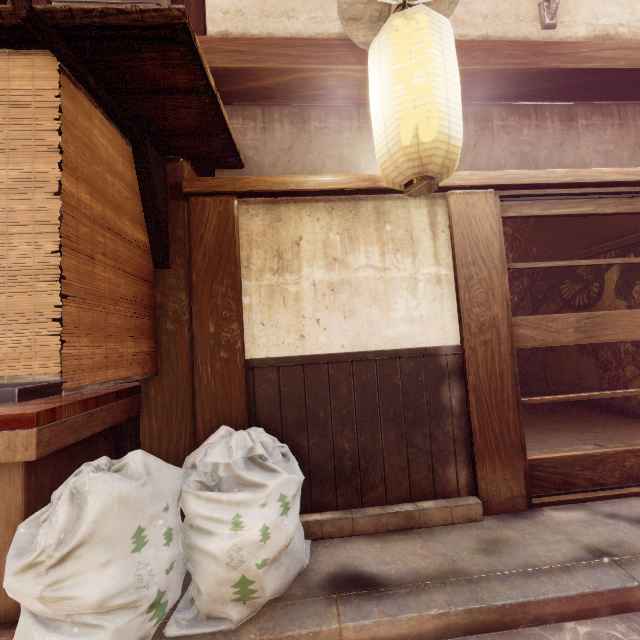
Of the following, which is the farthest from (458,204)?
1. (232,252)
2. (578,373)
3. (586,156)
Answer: (578,373)

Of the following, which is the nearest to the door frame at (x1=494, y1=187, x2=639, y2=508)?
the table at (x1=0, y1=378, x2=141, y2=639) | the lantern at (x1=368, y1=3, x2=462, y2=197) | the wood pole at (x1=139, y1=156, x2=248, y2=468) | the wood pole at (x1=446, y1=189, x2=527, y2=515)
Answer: the wood pole at (x1=446, y1=189, x2=527, y2=515)

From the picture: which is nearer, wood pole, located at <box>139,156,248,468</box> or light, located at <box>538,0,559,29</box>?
wood pole, located at <box>139,156,248,468</box>

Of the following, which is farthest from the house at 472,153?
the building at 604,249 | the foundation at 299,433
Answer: the foundation at 299,433

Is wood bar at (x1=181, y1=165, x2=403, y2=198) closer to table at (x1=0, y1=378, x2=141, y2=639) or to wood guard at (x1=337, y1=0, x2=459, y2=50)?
wood guard at (x1=337, y1=0, x2=459, y2=50)

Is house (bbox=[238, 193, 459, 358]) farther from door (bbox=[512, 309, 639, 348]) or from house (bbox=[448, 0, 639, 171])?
house (bbox=[448, 0, 639, 171])

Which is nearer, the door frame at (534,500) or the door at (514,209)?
the door frame at (534,500)

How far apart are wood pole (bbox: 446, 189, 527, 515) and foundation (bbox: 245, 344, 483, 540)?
0.0m
